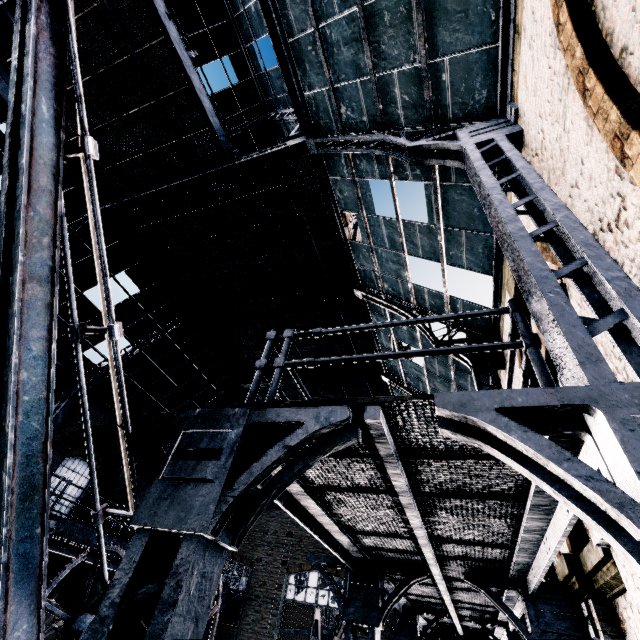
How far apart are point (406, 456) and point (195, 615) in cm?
211

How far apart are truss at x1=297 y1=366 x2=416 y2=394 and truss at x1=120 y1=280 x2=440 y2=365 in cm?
539

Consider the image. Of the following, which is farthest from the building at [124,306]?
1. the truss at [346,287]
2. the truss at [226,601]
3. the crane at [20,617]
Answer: the crane at [20,617]

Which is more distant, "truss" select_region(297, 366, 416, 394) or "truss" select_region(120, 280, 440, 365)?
"truss" select_region(297, 366, 416, 394)

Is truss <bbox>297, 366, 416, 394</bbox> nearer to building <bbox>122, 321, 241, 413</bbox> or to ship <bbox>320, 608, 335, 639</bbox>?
building <bbox>122, 321, 241, 413</bbox>

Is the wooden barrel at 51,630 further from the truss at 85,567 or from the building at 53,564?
the truss at 85,567

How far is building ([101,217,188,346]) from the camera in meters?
13.8
